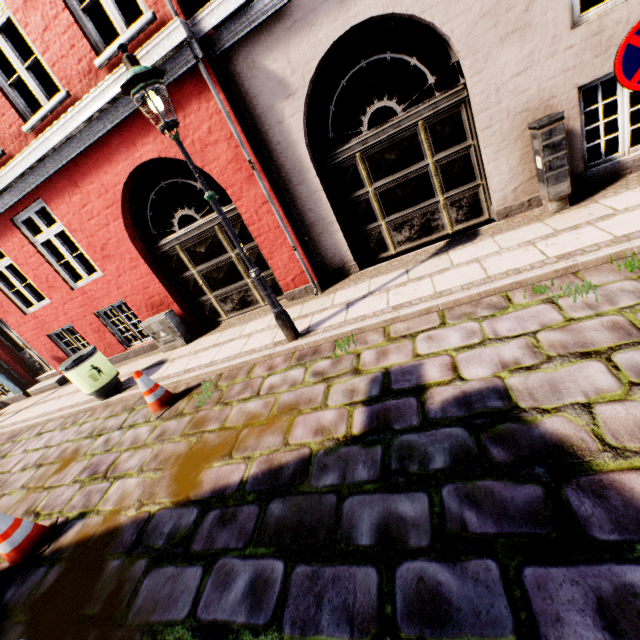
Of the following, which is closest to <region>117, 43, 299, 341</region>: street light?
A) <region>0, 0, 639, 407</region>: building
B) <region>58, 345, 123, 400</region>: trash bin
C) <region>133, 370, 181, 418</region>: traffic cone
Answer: <region>0, 0, 639, 407</region>: building

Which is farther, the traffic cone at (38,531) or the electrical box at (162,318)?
the electrical box at (162,318)

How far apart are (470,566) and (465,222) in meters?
5.2

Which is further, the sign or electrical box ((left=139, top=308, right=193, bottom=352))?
electrical box ((left=139, top=308, right=193, bottom=352))

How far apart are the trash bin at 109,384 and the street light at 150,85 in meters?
4.1

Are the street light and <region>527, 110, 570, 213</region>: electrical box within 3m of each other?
no

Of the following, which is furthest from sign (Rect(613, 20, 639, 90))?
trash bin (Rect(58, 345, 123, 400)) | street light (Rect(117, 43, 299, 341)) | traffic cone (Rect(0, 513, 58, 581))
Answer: trash bin (Rect(58, 345, 123, 400))

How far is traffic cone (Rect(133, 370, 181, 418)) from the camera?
5.09m
